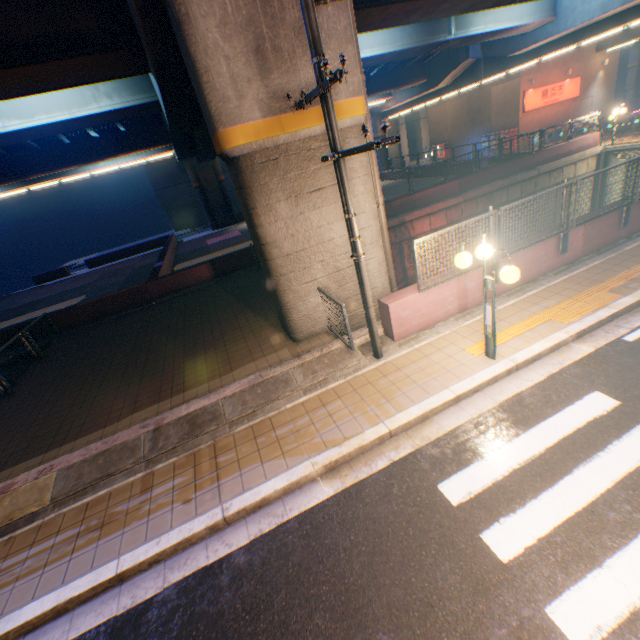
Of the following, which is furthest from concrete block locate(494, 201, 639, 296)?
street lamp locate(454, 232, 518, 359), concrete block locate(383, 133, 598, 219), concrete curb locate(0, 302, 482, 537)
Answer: concrete block locate(383, 133, 598, 219)

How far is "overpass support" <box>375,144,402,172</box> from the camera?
38.97m

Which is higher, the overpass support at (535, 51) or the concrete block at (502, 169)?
the overpass support at (535, 51)

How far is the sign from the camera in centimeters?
2792cm

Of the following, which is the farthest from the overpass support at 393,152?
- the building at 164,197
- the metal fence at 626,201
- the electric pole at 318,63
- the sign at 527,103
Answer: the building at 164,197

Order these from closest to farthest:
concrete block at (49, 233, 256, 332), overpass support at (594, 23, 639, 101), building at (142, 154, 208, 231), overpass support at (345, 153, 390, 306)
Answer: overpass support at (345, 153, 390, 306) → concrete block at (49, 233, 256, 332) → overpass support at (594, 23, 639, 101) → building at (142, 154, 208, 231)

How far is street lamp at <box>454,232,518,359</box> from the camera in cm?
502

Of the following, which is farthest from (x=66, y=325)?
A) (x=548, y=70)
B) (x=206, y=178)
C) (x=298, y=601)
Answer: (x=548, y=70)
